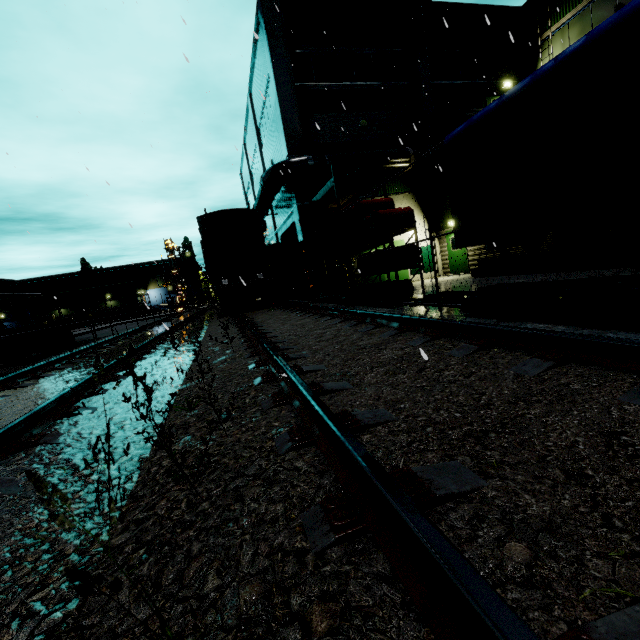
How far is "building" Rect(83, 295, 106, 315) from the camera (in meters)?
58.19

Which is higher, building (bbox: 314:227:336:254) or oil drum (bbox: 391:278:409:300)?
building (bbox: 314:227:336:254)

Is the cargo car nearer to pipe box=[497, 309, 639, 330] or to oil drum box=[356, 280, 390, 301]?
pipe box=[497, 309, 639, 330]

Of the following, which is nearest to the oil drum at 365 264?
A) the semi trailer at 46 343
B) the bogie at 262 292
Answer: the bogie at 262 292

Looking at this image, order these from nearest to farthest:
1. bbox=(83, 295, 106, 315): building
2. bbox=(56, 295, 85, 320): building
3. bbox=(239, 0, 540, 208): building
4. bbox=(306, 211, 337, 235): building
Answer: bbox=(239, 0, 540, 208): building
bbox=(306, 211, 337, 235): building
bbox=(56, 295, 85, 320): building
bbox=(83, 295, 106, 315): building

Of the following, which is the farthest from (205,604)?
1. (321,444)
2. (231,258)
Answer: (231,258)

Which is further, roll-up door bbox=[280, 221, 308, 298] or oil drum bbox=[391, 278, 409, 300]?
roll-up door bbox=[280, 221, 308, 298]

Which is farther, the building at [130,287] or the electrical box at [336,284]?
the building at [130,287]
